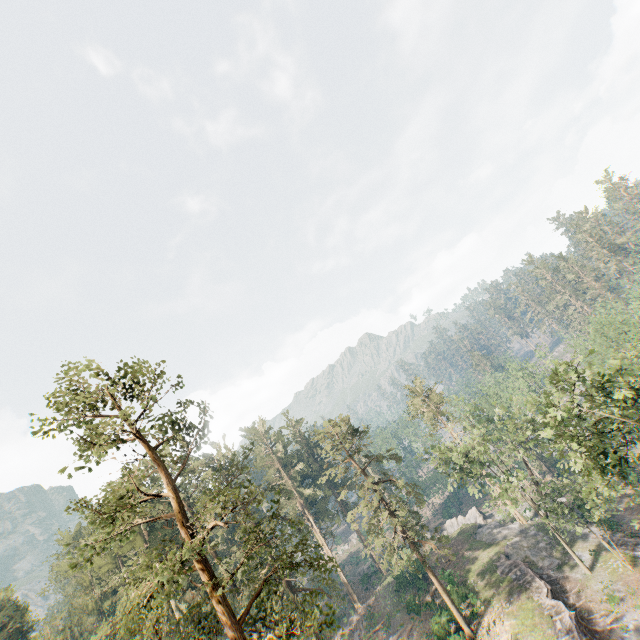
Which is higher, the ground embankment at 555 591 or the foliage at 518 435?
the foliage at 518 435

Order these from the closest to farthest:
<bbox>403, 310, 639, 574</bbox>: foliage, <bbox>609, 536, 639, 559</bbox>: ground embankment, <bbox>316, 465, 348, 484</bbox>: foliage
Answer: <bbox>403, 310, 639, 574</bbox>: foliage
<bbox>609, 536, 639, 559</bbox>: ground embankment
<bbox>316, 465, 348, 484</bbox>: foliage

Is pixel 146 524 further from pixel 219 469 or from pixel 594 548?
pixel 594 548

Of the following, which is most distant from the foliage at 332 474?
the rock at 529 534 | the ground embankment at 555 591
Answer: the ground embankment at 555 591

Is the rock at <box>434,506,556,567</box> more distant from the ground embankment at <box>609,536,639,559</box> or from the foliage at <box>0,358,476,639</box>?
the ground embankment at <box>609,536,639,559</box>

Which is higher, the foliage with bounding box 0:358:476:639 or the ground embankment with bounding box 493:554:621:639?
the foliage with bounding box 0:358:476:639

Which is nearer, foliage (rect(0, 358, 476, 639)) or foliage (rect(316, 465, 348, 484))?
foliage (rect(0, 358, 476, 639))

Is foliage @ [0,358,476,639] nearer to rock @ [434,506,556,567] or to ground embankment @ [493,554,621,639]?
rock @ [434,506,556,567]
